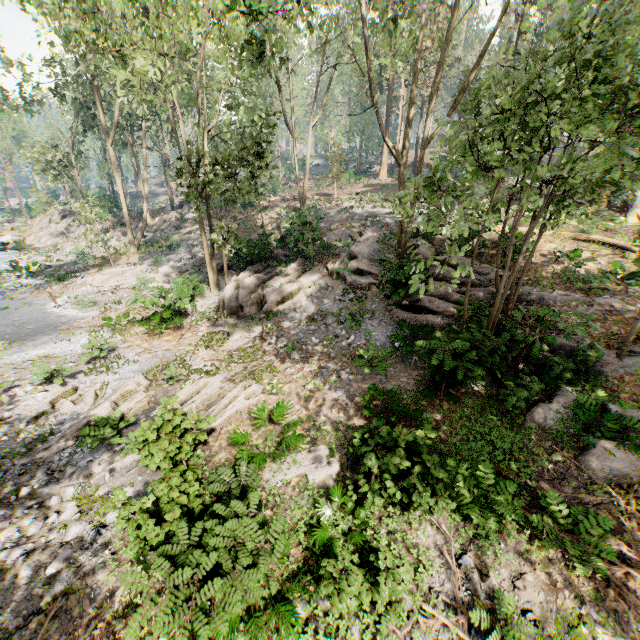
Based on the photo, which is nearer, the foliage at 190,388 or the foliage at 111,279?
the foliage at 190,388

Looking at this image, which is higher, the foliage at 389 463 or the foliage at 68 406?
the foliage at 389 463

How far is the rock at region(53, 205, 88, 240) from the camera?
37.34m

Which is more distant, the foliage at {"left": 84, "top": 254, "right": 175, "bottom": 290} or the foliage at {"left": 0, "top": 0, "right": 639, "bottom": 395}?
the foliage at {"left": 84, "top": 254, "right": 175, "bottom": 290}

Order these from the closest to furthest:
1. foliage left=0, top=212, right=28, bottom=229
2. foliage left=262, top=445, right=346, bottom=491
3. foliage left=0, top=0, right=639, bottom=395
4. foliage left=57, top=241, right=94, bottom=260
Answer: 1. foliage left=0, top=0, right=639, bottom=395
2. foliage left=262, top=445, right=346, bottom=491
3. foliage left=57, top=241, right=94, bottom=260
4. foliage left=0, top=212, right=28, bottom=229

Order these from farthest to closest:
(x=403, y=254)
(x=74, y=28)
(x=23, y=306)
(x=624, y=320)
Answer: (x=23, y=306)
(x=403, y=254)
(x=74, y=28)
(x=624, y=320)

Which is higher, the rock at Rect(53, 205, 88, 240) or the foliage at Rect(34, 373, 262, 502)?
the rock at Rect(53, 205, 88, 240)
